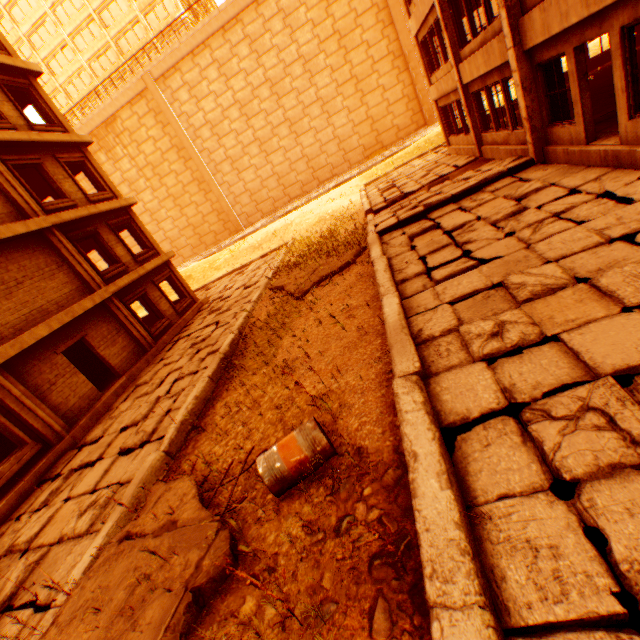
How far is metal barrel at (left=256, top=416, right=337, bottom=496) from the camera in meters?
3.8

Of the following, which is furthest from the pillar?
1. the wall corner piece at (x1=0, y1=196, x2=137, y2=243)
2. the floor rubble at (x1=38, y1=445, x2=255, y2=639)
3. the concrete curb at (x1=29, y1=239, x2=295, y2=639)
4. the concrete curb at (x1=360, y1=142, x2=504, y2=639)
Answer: the wall corner piece at (x1=0, y1=196, x2=137, y2=243)

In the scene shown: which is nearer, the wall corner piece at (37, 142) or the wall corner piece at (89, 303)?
the wall corner piece at (89, 303)

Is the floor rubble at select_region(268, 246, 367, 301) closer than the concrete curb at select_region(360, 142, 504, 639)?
No

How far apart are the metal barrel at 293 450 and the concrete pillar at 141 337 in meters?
11.9 m

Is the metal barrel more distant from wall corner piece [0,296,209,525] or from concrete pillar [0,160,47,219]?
concrete pillar [0,160,47,219]

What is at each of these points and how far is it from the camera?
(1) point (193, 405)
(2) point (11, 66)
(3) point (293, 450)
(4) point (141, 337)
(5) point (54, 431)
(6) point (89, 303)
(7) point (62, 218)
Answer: (1) concrete curb, 7.86m
(2) wall corner piece, 12.91m
(3) metal barrel, 3.85m
(4) concrete pillar, 13.80m
(5) concrete pillar, 9.62m
(6) wall corner piece, 12.02m
(7) wall corner piece, 12.34m

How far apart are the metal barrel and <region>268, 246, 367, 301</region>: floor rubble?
6.5 meters
